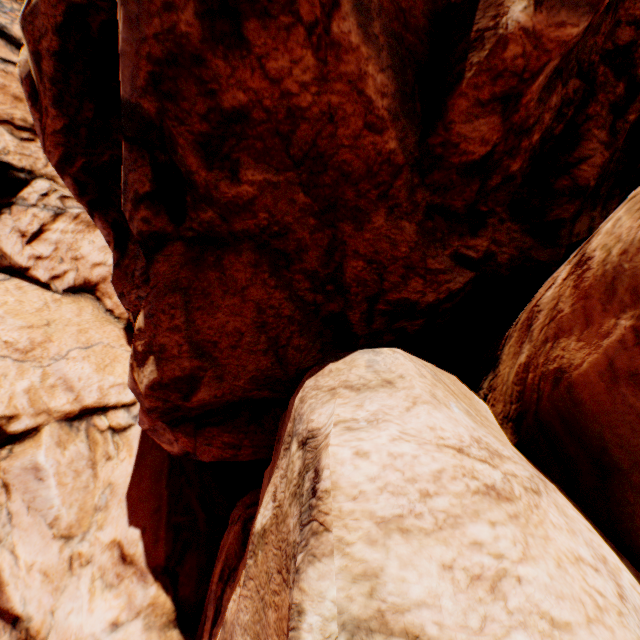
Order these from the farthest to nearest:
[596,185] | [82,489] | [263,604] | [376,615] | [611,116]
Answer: [82,489] < [596,185] < [611,116] < [263,604] < [376,615]
